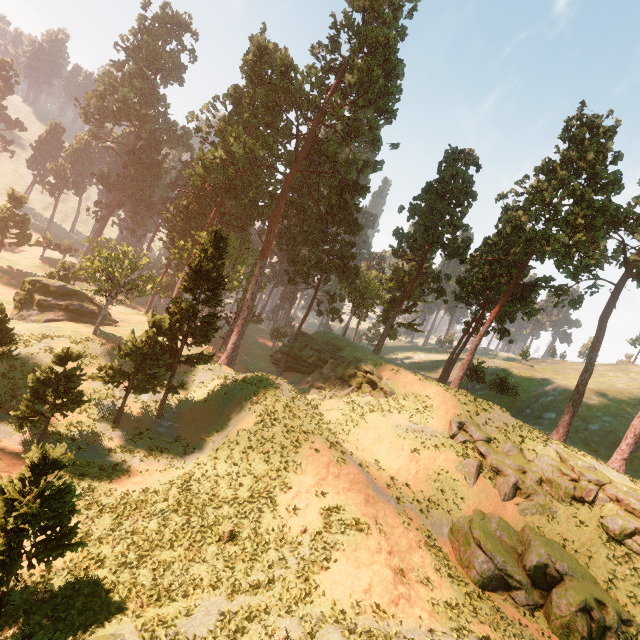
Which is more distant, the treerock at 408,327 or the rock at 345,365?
the treerock at 408,327

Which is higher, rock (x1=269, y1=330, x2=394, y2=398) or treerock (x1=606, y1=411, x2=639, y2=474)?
treerock (x1=606, y1=411, x2=639, y2=474)

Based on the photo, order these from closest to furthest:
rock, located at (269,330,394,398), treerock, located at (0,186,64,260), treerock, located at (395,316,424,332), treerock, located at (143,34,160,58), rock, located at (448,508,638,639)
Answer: rock, located at (448,508,638,639), rock, located at (269,330,394,398), treerock, located at (0,186,64,260), treerock, located at (395,316,424,332), treerock, located at (143,34,160,58)

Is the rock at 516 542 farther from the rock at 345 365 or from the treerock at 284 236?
the treerock at 284 236

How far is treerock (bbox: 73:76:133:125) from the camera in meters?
55.6

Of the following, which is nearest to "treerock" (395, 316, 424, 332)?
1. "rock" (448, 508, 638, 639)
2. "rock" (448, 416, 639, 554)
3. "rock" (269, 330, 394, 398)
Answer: "rock" (269, 330, 394, 398)

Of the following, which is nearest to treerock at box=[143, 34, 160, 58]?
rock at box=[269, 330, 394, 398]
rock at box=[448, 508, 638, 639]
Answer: rock at box=[269, 330, 394, 398]

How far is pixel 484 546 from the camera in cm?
1788
